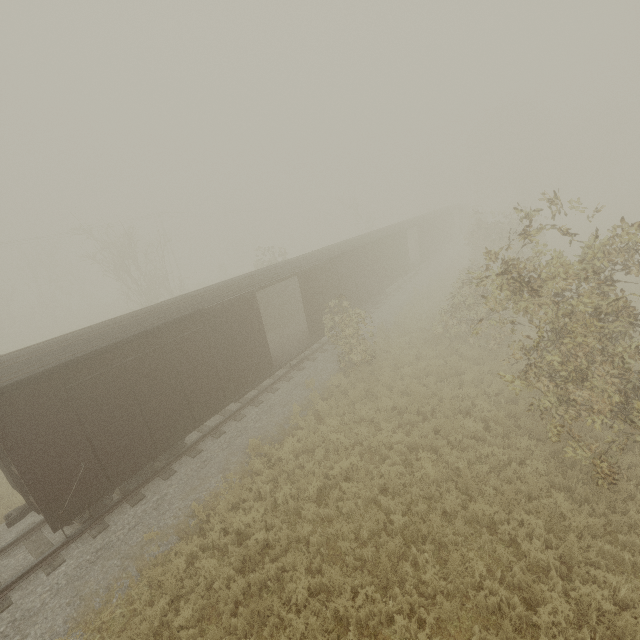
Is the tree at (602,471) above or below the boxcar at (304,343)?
below

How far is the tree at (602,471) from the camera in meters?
6.8

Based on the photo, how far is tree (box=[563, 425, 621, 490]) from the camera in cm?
682

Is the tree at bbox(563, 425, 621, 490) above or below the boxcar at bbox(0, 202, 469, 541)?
below

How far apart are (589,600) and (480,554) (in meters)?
1.85
